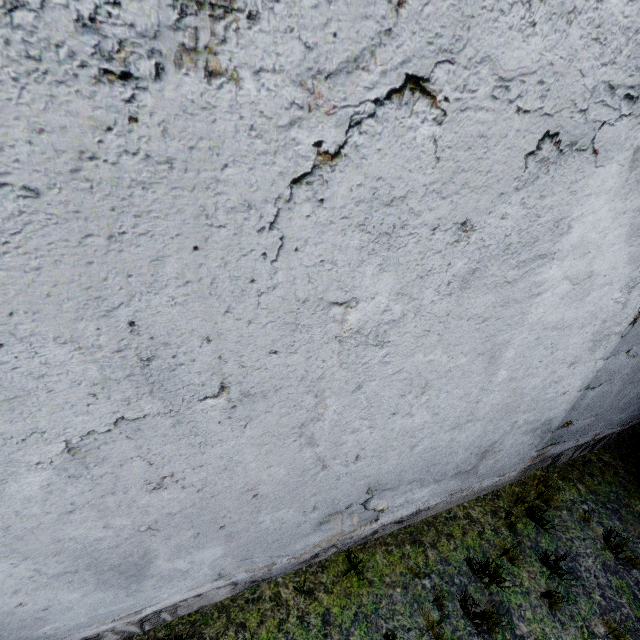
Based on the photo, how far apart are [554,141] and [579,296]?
1.6 meters
